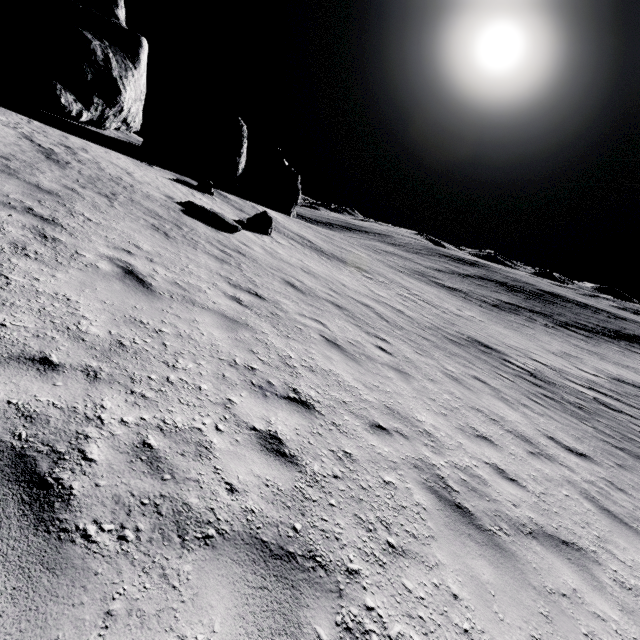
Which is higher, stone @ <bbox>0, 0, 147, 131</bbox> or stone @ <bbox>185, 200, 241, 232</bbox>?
stone @ <bbox>0, 0, 147, 131</bbox>

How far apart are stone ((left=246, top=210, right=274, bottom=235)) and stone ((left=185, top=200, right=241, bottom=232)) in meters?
3.6 m

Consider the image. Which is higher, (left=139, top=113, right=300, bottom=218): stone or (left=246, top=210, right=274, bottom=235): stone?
(left=139, top=113, right=300, bottom=218): stone

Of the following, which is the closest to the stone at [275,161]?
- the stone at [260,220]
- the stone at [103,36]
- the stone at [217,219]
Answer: the stone at [260,220]

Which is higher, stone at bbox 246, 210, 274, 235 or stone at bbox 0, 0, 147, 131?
stone at bbox 0, 0, 147, 131

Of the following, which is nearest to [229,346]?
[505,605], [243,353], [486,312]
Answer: [243,353]

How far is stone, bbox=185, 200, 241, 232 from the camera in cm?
1391
